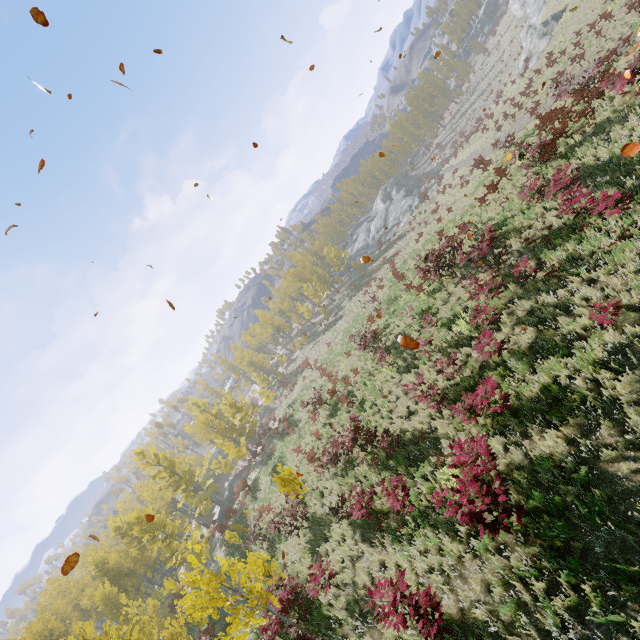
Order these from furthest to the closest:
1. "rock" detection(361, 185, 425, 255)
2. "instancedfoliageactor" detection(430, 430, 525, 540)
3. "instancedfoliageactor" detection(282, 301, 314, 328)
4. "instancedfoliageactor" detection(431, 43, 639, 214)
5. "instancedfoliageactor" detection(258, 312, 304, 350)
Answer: "instancedfoliageactor" detection(282, 301, 314, 328)
"instancedfoliageactor" detection(258, 312, 304, 350)
"rock" detection(361, 185, 425, 255)
"instancedfoliageactor" detection(431, 43, 639, 214)
"instancedfoliageactor" detection(430, 430, 525, 540)

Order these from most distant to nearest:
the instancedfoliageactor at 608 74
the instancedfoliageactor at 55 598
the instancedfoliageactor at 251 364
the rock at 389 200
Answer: the instancedfoliageactor at 251 364, the rock at 389 200, the instancedfoliageactor at 608 74, the instancedfoliageactor at 55 598

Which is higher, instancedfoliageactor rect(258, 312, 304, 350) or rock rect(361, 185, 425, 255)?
instancedfoliageactor rect(258, 312, 304, 350)

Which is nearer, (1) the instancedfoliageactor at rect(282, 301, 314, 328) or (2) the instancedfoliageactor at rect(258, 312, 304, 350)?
(2) the instancedfoliageactor at rect(258, 312, 304, 350)

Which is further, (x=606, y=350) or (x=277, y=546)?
(x=277, y=546)

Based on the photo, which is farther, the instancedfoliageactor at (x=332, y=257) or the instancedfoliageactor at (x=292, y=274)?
the instancedfoliageactor at (x=332, y=257)

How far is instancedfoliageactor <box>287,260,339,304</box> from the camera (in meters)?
49.94
